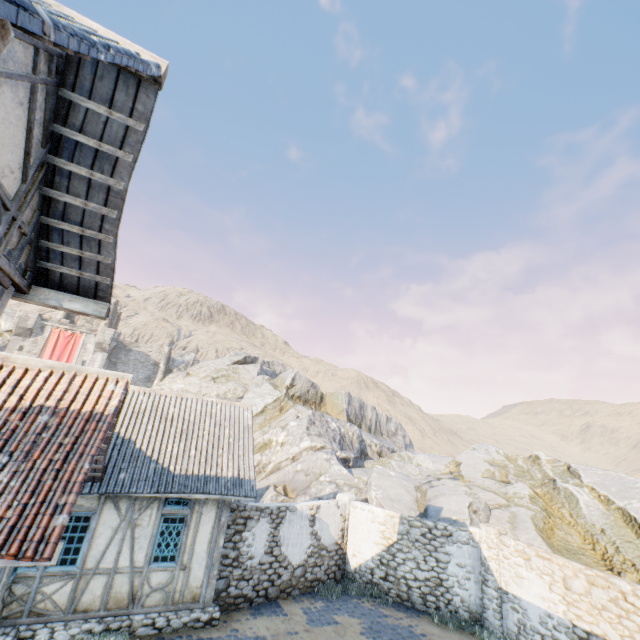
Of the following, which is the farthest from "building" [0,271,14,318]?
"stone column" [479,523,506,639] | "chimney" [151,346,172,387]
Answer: "chimney" [151,346,172,387]

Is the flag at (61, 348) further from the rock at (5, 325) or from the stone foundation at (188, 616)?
the stone foundation at (188, 616)

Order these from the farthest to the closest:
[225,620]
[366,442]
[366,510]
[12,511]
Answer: [366,442] → [366,510] → [225,620] → [12,511]

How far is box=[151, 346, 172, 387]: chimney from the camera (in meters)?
42.02

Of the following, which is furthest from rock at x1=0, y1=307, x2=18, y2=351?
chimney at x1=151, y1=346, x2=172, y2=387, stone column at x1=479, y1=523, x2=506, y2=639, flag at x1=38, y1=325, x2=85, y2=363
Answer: flag at x1=38, y1=325, x2=85, y2=363

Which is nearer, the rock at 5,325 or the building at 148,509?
the building at 148,509

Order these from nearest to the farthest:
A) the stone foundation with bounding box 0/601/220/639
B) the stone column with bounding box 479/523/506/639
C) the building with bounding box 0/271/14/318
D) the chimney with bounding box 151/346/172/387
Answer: the building with bounding box 0/271/14/318 → the stone foundation with bounding box 0/601/220/639 → the stone column with bounding box 479/523/506/639 → the chimney with bounding box 151/346/172/387

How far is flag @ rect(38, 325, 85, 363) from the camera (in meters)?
35.56
